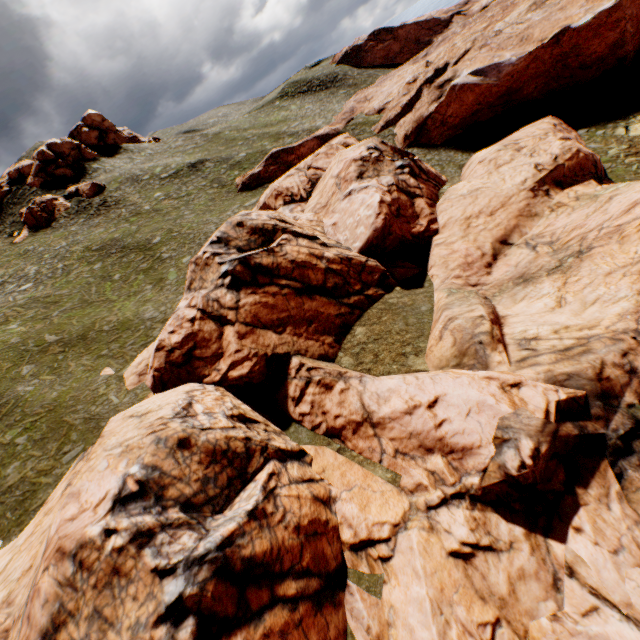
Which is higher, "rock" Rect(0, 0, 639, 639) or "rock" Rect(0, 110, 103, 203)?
"rock" Rect(0, 110, 103, 203)

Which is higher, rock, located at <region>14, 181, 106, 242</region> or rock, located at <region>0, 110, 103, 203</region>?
rock, located at <region>0, 110, 103, 203</region>

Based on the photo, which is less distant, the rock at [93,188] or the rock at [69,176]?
the rock at [93,188]

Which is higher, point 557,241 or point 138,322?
point 138,322

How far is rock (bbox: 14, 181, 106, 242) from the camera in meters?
47.5

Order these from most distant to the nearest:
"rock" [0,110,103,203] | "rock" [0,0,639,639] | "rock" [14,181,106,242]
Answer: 1. "rock" [0,110,103,203]
2. "rock" [14,181,106,242]
3. "rock" [0,0,639,639]

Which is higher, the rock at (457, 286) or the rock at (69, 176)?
the rock at (69, 176)

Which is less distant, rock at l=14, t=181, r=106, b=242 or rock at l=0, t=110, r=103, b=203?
rock at l=14, t=181, r=106, b=242
